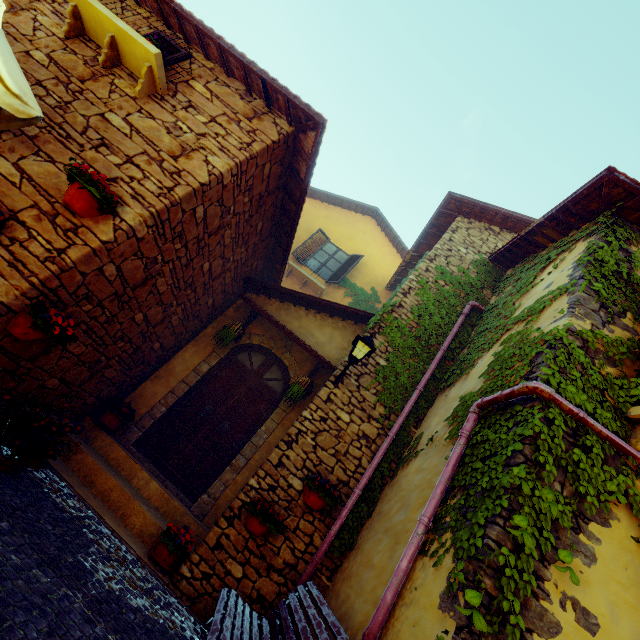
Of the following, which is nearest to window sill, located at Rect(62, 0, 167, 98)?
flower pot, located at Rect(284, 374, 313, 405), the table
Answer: the table

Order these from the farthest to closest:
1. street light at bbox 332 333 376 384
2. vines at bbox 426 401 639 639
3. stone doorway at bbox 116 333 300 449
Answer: stone doorway at bbox 116 333 300 449 → street light at bbox 332 333 376 384 → vines at bbox 426 401 639 639

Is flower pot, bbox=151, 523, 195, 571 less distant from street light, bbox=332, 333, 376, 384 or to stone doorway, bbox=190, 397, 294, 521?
stone doorway, bbox=190, 397, 294, 521

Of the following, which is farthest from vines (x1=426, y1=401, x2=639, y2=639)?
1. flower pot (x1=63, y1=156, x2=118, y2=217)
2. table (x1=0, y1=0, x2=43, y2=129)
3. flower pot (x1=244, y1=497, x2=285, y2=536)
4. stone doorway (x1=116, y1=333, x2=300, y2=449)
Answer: table (x1=0, y1=0, x2=43, y2=129)

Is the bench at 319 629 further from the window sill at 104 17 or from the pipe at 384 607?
the window sill at 104 17

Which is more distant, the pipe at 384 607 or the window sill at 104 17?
the window sill at 104 17

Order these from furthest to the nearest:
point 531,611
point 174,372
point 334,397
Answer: point 174,372
point 334,397
point 531,611

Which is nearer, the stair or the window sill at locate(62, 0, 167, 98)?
the stair
